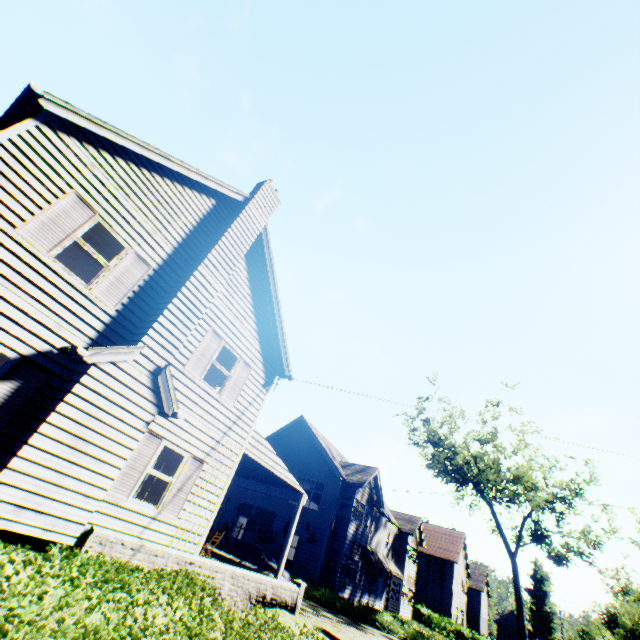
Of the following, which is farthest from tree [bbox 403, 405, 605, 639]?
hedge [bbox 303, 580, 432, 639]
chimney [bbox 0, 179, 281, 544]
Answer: chimney [bbox 0, 179, 281, 544]

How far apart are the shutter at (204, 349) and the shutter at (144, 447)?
1.8 meters

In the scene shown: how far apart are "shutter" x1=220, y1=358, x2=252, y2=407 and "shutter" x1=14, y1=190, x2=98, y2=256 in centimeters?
602cm

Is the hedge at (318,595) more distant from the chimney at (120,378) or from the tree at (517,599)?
the chimney at (120,378)

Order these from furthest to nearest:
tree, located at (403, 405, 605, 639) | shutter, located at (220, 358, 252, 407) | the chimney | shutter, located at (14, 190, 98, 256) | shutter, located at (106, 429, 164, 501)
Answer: tree, located at (403, 405, 605, 639)
shutter, located at (220, 358, 252, 407)
shutter, located at (106, 429, 164, 501)
shutter, located at (14, 190, 98, 256)
the chimney

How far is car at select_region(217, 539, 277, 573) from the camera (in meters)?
18.70

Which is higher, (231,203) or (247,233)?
(231,203)

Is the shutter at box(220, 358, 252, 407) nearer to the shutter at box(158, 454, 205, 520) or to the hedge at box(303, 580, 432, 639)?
the shutter at box(158, 454, 205, 520)
